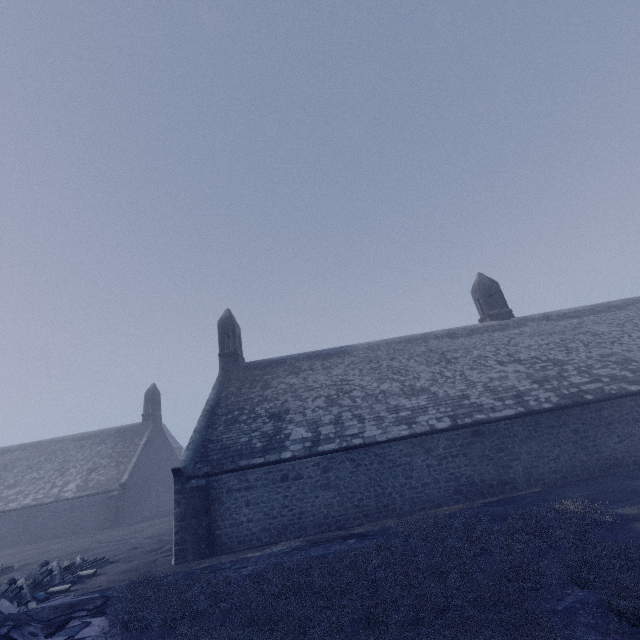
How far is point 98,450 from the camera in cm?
3191
